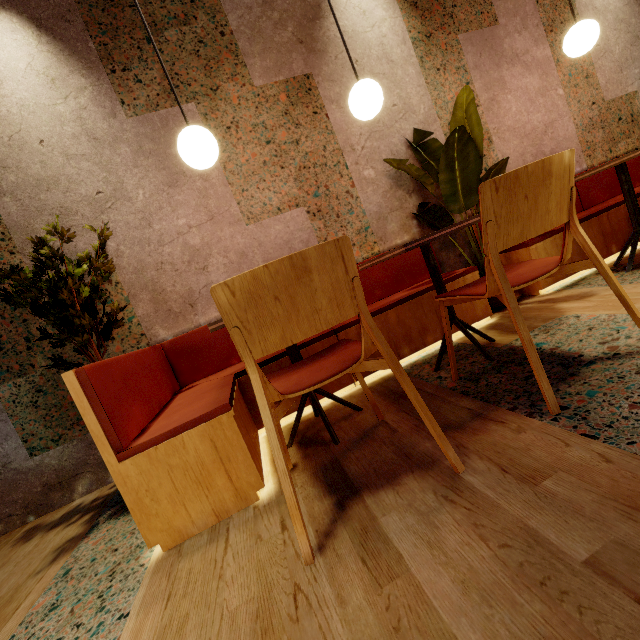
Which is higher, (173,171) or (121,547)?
(173,171)

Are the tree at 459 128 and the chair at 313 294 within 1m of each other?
no

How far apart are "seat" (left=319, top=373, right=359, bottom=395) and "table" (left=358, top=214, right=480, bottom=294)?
0.2m

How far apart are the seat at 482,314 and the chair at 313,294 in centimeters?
12cm

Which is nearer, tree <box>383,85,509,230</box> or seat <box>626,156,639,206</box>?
tree <box>383,85,509,230</box>

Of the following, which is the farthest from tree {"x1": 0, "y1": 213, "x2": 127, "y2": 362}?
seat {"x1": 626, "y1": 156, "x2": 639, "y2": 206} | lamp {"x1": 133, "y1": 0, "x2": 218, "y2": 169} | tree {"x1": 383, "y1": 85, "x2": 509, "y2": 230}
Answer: seat {"x1": 626, "y1": 156, "x2": 639, "y2": 206}

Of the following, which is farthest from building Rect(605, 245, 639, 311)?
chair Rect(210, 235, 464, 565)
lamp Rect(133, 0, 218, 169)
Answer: lamp Rect(133, 0, 218, 169)

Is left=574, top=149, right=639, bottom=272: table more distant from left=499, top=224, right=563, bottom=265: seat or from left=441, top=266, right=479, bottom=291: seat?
left=441, top=266, right=479, bottom=291: seat
